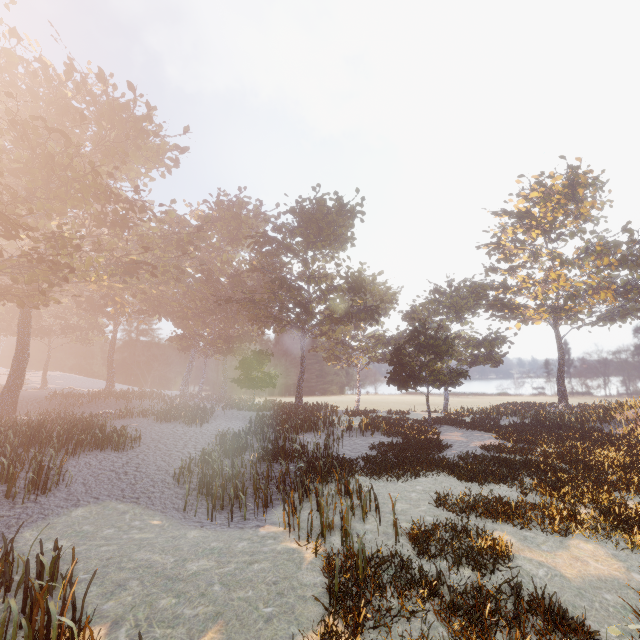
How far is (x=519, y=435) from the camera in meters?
23.6
